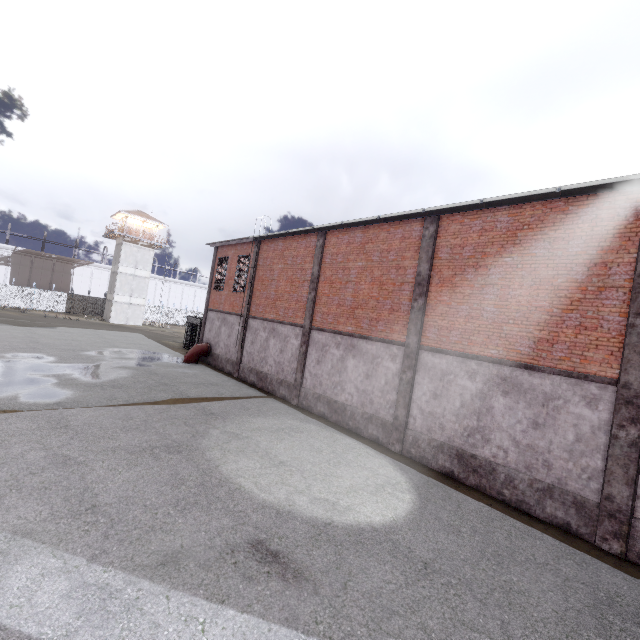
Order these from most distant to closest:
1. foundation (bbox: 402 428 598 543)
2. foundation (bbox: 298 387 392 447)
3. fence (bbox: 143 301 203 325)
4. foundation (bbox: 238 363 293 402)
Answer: fence (bbox: 143 301 203 325), foundation (bbox: 238 363 293 402), foundation (bbox: 298 387 392 447), foundation (bbox: 402 428 598 543)

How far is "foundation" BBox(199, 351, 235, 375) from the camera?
21.1 meters

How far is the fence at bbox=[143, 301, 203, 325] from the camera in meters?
52.1

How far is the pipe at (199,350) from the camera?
22.69m

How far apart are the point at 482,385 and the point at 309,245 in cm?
1081

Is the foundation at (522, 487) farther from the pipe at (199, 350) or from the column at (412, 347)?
the pipe at (199, 350)

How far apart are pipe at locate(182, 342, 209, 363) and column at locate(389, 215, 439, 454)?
15.64m

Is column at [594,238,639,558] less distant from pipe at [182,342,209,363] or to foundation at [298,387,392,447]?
foundation at [298,387,392,447]
